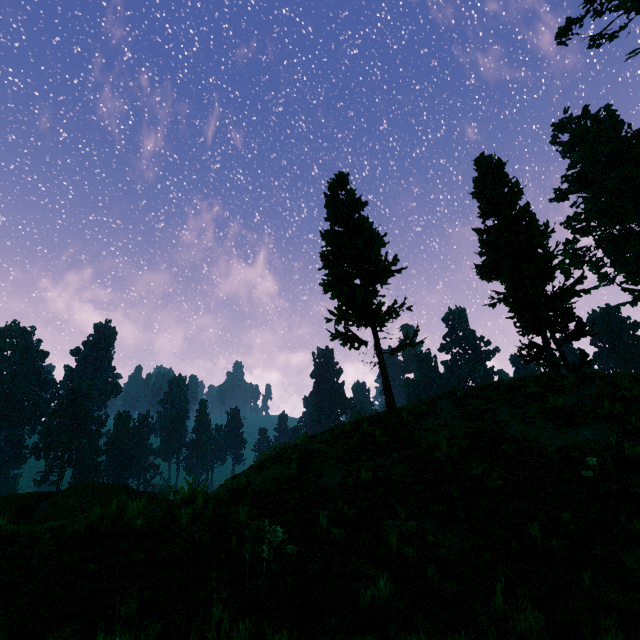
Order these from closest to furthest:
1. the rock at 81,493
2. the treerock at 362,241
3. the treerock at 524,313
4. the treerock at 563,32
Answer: the rock at 81,493
the treerock at 362,241
the treerock at 524,313
the treerock at 563,32

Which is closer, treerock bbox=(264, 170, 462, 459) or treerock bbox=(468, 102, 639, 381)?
treerock bbox=(264, 170, 462, 459)

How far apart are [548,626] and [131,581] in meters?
4.2

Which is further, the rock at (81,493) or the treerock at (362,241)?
the treerock at (362,241)

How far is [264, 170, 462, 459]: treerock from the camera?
16.0 meters

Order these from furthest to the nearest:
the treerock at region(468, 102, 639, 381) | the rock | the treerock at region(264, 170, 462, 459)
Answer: the treerock at region(468, 102, 639, 381)
the treerock at region(264, 170, 462, 459)
the rock

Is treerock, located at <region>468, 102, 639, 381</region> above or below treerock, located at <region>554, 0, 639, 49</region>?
below
